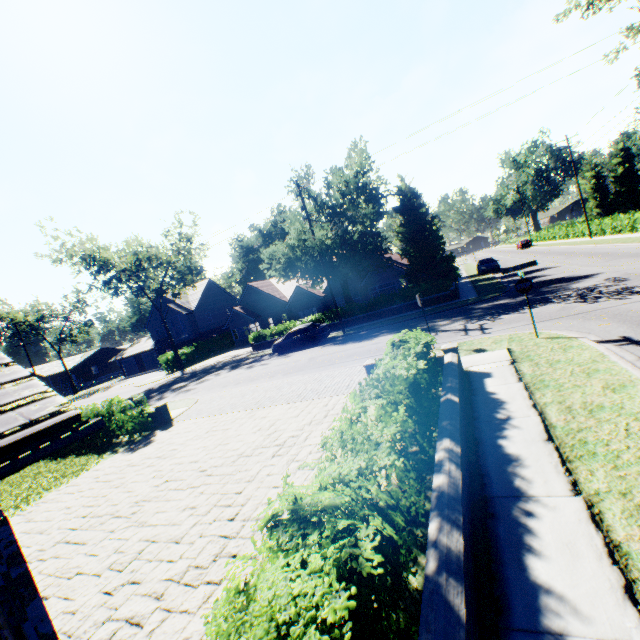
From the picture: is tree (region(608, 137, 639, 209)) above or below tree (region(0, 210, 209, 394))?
below

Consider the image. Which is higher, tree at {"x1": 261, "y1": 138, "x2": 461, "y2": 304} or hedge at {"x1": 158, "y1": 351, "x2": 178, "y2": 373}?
tree at {"x1": 261, "y1": 138, "x2": 461, "y2": 304}

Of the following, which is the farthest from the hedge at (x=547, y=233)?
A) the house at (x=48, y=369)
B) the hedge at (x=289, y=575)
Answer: the hedge at (x=289, y=575)

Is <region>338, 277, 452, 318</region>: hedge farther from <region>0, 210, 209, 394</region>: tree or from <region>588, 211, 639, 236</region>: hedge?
<region>588, 211, 639, 236</region>: hedge

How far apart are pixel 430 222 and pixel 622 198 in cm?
5232

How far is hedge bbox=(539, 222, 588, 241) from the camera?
40.16m

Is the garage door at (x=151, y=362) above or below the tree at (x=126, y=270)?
below

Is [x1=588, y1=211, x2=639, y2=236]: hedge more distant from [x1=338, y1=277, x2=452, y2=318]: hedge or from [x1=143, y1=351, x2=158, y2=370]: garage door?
[x1=143, y1=351, x2=158, y2=370]: garage door
